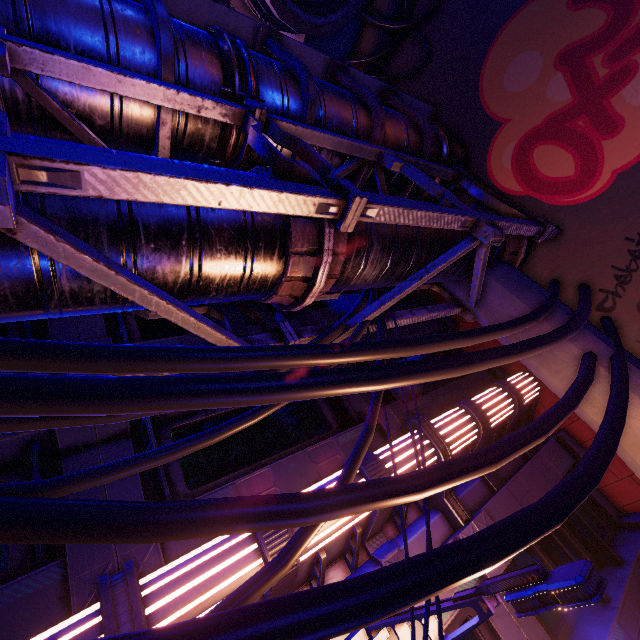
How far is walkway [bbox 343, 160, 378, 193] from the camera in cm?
593

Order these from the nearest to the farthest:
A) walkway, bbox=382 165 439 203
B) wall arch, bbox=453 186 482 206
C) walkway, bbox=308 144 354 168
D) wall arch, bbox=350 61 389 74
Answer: walkway, bbox=308 144 354 168 < walkway, bbox=382 165 439 203 < wall arch, bbox=453 186 482 206 < wall arch, bbox=350 61 389 74

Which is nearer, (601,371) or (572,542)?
(601,371)

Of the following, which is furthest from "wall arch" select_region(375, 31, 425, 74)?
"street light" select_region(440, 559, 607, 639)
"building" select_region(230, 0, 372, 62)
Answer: "street light" select_region(440, 559, 607, 639)

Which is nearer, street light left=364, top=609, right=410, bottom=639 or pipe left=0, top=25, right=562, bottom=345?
pipe left=0, top=25, right=562, bottom=345

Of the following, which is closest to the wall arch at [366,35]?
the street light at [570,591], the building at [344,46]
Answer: the building at [344,46]

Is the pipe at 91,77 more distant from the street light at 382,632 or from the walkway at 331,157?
the street light at 382,632
